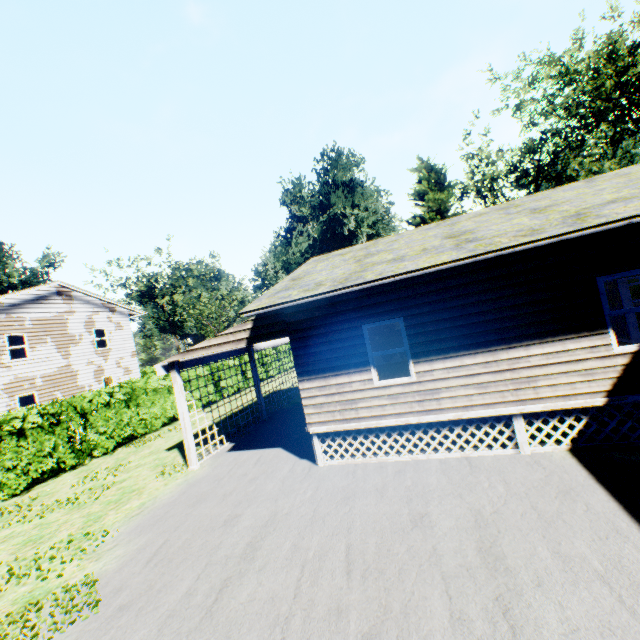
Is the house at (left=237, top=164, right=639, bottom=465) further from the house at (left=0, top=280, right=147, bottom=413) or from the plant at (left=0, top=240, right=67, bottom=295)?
the plant at (left=0, top=240, right=67, bottom=295)

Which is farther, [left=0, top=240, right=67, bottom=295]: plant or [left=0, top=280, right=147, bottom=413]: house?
[left=0, top=240, right=67, bottom=295]: plant

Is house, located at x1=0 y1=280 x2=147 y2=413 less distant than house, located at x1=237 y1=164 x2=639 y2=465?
No

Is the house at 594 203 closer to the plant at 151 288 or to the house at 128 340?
the house at 128 340

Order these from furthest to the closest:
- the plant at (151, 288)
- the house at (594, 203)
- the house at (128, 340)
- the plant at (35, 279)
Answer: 1. the plant at (151, 288)
2. the plant at (35, 279)
3. the house at (128, 340)
4. the house at (594, 203)

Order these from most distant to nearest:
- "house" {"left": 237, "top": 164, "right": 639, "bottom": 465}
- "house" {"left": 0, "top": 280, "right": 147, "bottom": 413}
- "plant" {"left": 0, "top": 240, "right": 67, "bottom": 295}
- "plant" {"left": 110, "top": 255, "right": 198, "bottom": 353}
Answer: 1. "plant" {"left": 110, "top": 255, "right": 198, "bottom": 353}
2. "plant" {"left": 0, "top": 240, "right": 67, "bottom": 295}
3. "house" {"left": 0, "top": 280, "right": 147, "bottom": 413}
4. "house" {"left": 237, "top": 164, "right": 639, "bottom": 465}

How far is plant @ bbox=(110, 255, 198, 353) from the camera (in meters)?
46.12

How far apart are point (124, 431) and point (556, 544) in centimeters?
1692cm
